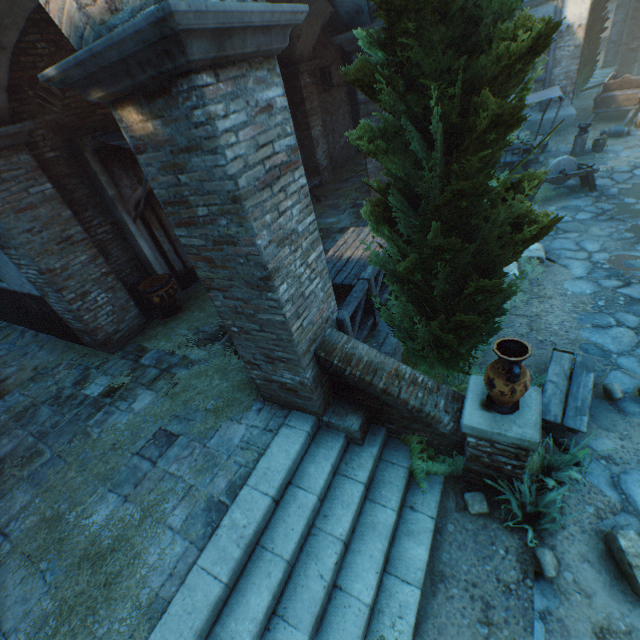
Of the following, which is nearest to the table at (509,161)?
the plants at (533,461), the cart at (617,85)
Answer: the cart at (617,85)

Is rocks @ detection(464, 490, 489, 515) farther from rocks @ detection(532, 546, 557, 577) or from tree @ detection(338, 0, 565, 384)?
tree @ detection(338, 0, 565, 384)

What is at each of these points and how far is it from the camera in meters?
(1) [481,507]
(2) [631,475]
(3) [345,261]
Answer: (1) rocks, 3.7
(2) ground stones, 3.8
(3) table, 6.0

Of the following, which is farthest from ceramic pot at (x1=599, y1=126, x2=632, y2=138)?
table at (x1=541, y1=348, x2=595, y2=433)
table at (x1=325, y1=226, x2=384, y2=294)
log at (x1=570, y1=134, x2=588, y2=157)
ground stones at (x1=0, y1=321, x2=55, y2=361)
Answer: ground stones at (x1=0, y1=321, x2=55, y2=361)

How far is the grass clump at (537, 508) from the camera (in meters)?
3.34

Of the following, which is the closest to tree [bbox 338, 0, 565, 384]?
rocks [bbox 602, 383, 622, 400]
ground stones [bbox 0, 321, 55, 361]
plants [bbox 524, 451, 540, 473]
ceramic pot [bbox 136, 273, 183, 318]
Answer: → plants [bbox 524, 451, 540, 473]

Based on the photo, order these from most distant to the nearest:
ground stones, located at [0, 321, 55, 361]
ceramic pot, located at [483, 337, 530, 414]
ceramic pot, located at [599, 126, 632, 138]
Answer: ceramic pot, located at [599, 126, 632, 138]
ground stones, located at [0, 321, 55, 361]
ceramic pot, located at [483, 337, 530, 414]

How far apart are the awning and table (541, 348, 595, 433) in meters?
7.0 m
